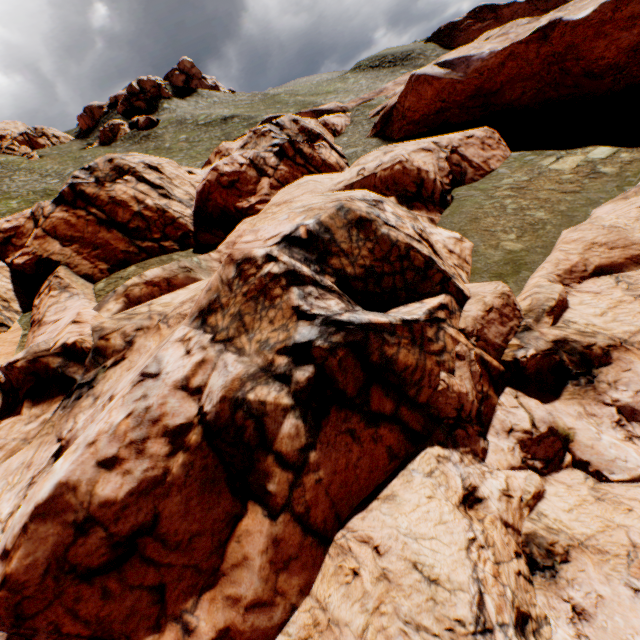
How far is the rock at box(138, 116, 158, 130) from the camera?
58.7m

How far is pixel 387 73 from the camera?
59.66m

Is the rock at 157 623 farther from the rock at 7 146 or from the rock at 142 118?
the rock at 7 146

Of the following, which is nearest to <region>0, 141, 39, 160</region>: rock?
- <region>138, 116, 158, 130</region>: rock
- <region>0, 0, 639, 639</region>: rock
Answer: <region>138, 116, 158, 130</region>: rock

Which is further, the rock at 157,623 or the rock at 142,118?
the rock at 142,118

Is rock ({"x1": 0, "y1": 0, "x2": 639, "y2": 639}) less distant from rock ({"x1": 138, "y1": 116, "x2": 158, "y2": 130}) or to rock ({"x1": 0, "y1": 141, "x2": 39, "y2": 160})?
rock ({"x1": 138, "y1": 116, "x2": 158, "y2": 130})

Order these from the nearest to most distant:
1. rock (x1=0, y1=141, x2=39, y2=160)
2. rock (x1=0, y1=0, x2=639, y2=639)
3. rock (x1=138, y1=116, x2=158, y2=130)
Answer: rock (x1=0, y1=0, x2=639, y2=639), rock (x1=0, y1=141, x2=39, y2=160), rock (x1=138, y1=116, x2=158, y2=130)
